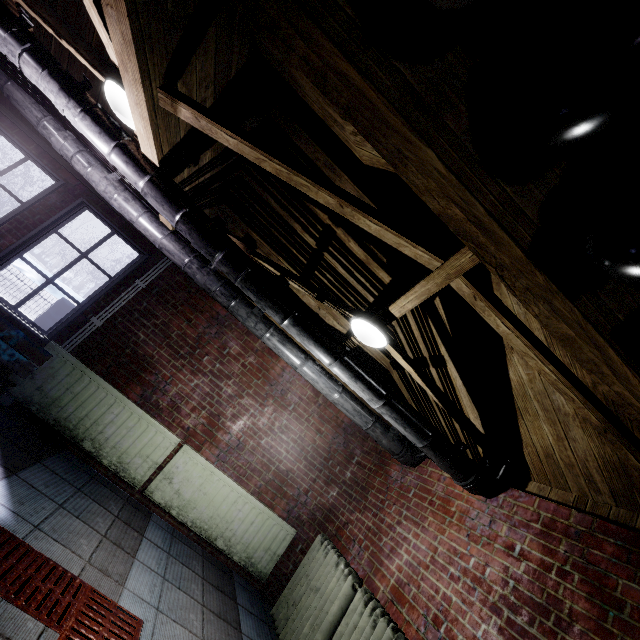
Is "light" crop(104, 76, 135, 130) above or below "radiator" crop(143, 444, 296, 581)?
above

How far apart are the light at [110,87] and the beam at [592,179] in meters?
2.5 m

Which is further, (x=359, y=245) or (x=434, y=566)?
(x=359, y=245)

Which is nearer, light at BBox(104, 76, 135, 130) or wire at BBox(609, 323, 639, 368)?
wire at BBox(609, 323, 639, 368)

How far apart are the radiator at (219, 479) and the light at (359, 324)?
2.2 meters

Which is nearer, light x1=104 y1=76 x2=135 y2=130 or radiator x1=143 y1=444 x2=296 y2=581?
light x1=104 y1=76 x2=135 y2=130

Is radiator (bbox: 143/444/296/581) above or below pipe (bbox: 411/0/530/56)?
below

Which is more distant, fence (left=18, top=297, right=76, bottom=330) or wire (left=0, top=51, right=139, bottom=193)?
fence (left=18, top=297, right=76, bottom=330)
